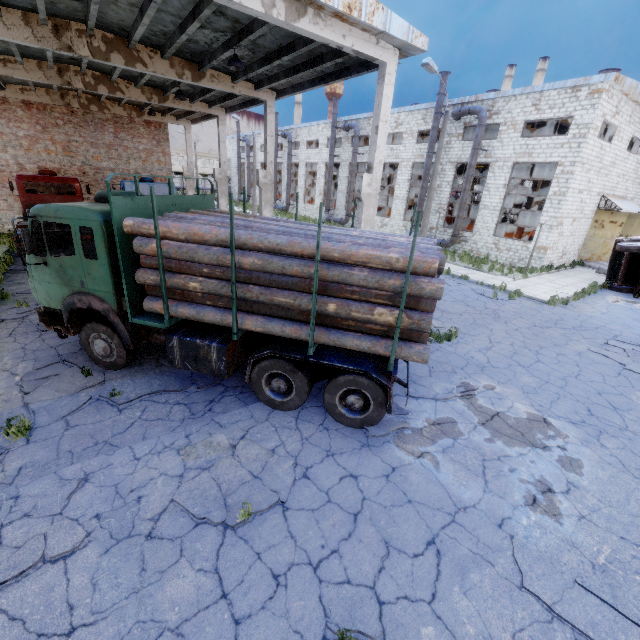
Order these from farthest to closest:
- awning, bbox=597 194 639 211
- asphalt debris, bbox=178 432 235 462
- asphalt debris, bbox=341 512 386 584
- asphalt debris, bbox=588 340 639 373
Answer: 1. awning, bbox=597 194 639 211
2. asphalt debris, bbox=588 340 639 373
3. asphalt debris, bbox=178 432 235 462
4. asphalt debris, bbox=341 512 386 584

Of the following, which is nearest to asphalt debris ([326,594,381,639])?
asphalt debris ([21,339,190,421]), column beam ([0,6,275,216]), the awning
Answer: asphalt debris ([21,339,190,421])

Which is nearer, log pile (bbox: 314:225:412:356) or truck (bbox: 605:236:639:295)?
log pile (bbox: 314:225:412:356)

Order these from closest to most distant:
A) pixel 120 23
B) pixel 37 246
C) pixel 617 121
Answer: pixel 120 23, pixel 37 246, pixel 617 121

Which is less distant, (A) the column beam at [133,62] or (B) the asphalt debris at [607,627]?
(B) the asphalt debris at [607,627]

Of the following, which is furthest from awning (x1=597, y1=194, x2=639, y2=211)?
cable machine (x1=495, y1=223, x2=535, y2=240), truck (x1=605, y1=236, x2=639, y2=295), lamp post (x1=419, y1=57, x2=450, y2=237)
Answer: lamp post (x1=419, y1=57, x2=450, y2=237)

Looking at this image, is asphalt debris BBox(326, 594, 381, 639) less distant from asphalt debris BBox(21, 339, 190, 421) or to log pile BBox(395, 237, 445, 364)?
log pile BBox(395, 237, 445, 364)

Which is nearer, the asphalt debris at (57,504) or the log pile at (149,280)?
the asphalt debris at (57,504)
